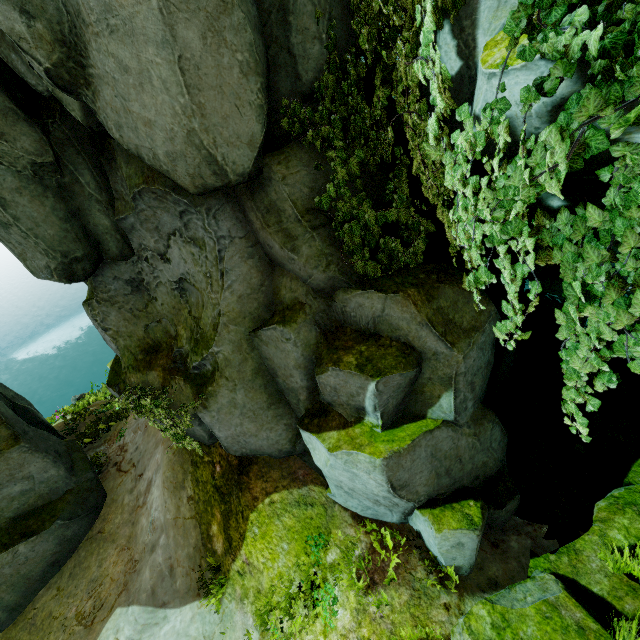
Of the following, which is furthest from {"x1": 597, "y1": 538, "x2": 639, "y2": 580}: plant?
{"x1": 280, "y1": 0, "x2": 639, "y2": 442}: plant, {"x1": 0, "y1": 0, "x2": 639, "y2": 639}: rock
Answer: {"x1": 280, "y1": 0, "x2": 639, "y2": 442}: plant

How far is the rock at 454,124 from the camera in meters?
4.2 m

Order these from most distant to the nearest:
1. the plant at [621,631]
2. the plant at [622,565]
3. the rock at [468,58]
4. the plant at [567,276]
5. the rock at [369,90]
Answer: the rock at [369,90] → the plant at [622,565] → the plant at [621,631] → the rock at [468,58] → the plant at [567,276]

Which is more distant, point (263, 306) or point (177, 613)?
point (177, 613)

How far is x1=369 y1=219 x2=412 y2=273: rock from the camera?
5.7 meters

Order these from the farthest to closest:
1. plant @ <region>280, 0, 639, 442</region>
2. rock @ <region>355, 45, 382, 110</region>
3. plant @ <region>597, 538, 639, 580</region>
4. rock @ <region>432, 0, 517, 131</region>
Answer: rock @ <region>355, 45, 382, 110</region>, plant @ <region>597, 538, 639, 580</region>, rock @ <region>432, 0, 517, 131</region>, plant @ <region>280, 0, 639, 442</region>
